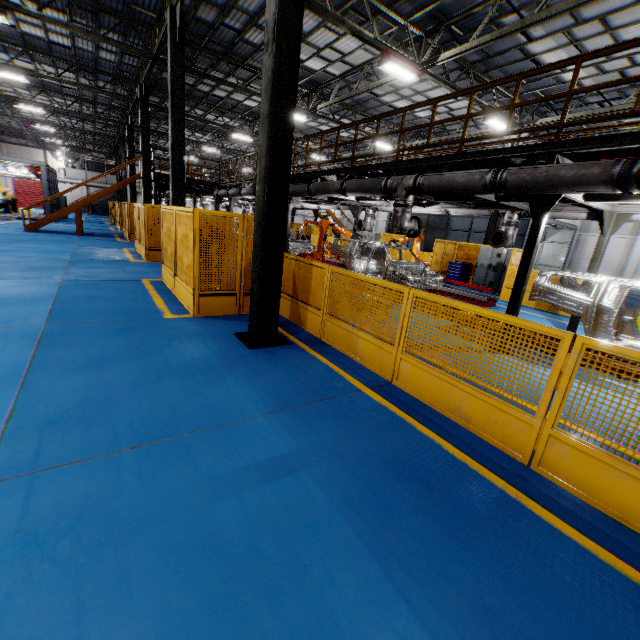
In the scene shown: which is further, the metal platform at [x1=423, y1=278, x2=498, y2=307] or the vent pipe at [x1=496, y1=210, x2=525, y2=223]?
the metal platform at [x1=423, y1=278, x2=498, y2=307]

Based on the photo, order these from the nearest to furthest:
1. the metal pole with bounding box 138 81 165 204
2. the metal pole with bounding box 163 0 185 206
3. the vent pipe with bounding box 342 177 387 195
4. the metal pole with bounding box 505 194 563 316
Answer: the metal pole with bounding box 505 194 563 316 → the vent pipe with bounding box 342 177 387 195 → the metal pole with bounding box 163 0 185 206 → the metal pole with bounding box 138 81 165 204

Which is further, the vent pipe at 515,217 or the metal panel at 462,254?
the metal panel at 462,254

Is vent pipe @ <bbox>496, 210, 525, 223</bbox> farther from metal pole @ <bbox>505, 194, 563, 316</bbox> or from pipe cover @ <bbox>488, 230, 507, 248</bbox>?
metal pole @ <bbox>505, 194, 563, 316</bbox>

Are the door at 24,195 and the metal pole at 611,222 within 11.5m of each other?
A: no

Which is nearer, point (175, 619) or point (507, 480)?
point (175, 619)

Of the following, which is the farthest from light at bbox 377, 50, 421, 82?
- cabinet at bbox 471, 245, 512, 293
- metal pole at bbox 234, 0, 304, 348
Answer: cabinet at bbox 471, 245, 512, 293

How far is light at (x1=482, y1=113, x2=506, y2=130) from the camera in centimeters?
1440cm
